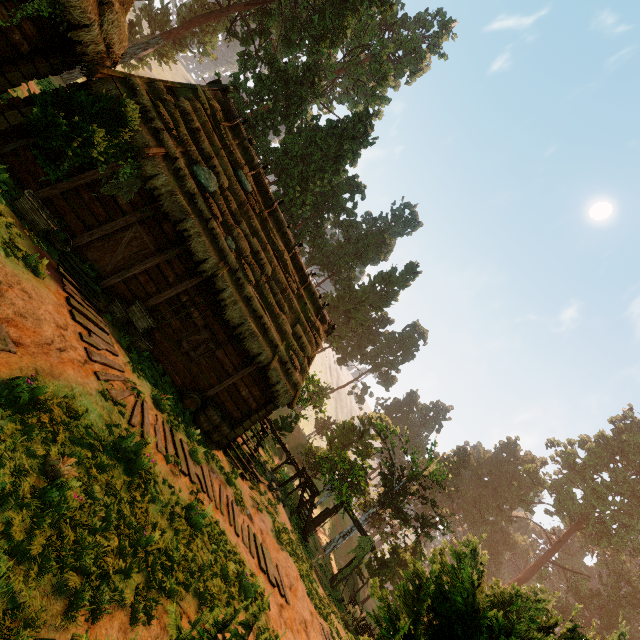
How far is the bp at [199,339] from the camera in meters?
11.6

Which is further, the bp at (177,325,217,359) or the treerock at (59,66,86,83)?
the treerock at (59,66,86,83)

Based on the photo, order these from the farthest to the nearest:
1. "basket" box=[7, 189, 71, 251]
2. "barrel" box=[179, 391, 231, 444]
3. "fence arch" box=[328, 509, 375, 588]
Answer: "fence arch" box=[328, 509, 375, 588] → "barrel" box=[179, 391, 231, 444] → "basket" box=[7, 189, 71, 251]

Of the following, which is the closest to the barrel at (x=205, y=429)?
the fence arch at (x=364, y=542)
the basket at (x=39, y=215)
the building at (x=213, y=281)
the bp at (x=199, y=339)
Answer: the building at (x=213, y=281)

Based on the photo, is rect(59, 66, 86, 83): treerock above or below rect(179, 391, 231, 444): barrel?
above

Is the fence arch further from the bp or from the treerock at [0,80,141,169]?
the bp

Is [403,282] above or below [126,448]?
above

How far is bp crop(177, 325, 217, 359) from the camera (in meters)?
11.59
